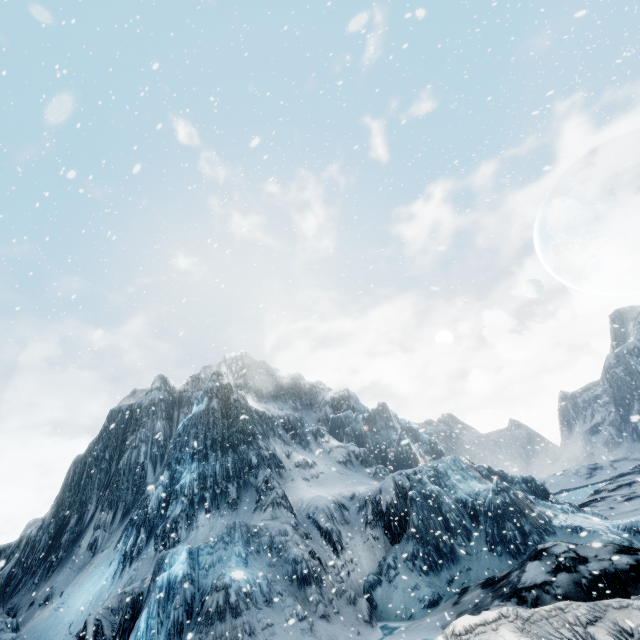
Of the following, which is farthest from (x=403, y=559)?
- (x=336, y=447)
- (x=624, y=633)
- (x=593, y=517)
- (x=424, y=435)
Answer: (x=424, y=435)
